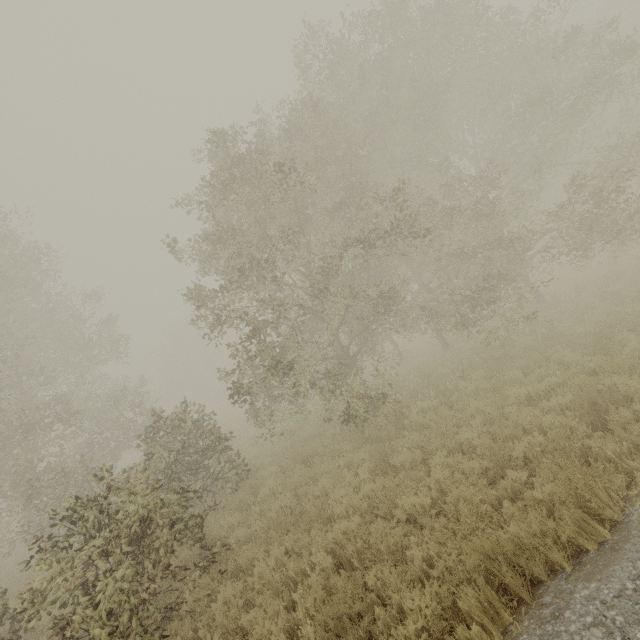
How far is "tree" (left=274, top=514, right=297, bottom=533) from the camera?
7.01m

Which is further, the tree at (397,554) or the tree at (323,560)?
the tree at (397,554)

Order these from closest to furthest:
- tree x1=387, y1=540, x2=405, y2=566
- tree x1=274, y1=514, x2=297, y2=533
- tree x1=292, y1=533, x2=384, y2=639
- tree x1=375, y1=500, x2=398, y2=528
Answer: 1. tree x1=292, y1=533, x2=384, y2=639
2. tree x1=387, y1=540, x2=405, y2=566
3. tree x1=375, y1=500, x2=398, y2=528
4. tree x1=274, y1=514, x2=297, y2=533

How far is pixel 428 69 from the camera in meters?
12.7 m

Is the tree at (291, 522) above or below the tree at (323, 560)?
above

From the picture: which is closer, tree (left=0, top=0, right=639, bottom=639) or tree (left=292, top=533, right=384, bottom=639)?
tree (left=292, top=533, right=384, bottom=639)
